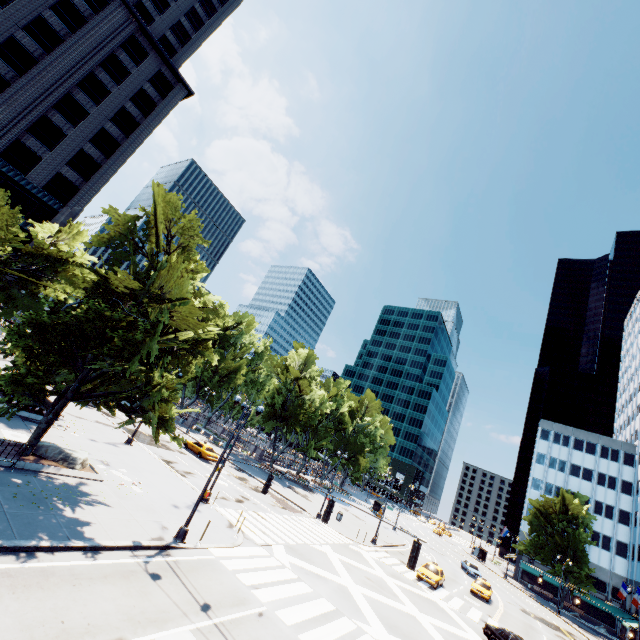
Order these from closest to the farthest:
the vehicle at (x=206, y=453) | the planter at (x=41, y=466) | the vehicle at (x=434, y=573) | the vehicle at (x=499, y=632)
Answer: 1. the planter at (x=41, y=466)
2. the vehicle at (x=499, y=632)
3. the vehicle at (x=434, y=573)
4. the vehicle at (x=206, y=453)

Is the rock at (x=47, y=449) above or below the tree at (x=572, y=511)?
below

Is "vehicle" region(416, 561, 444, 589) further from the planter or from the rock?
the rock

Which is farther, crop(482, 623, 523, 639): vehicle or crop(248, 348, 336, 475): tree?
crop(248, 348, 336, 475): tree

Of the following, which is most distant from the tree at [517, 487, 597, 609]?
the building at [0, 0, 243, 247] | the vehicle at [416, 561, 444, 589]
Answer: the vehicle at [416, 561, 444, 589]

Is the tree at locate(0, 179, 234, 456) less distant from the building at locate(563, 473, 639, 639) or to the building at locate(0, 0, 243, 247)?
the building at locate(563, 473, 639, 639)

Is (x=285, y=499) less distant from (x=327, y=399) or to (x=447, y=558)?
(x=327, y=399)

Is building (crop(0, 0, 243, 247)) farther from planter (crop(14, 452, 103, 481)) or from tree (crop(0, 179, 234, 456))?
planter (crop(14, 452, 103, 481))
